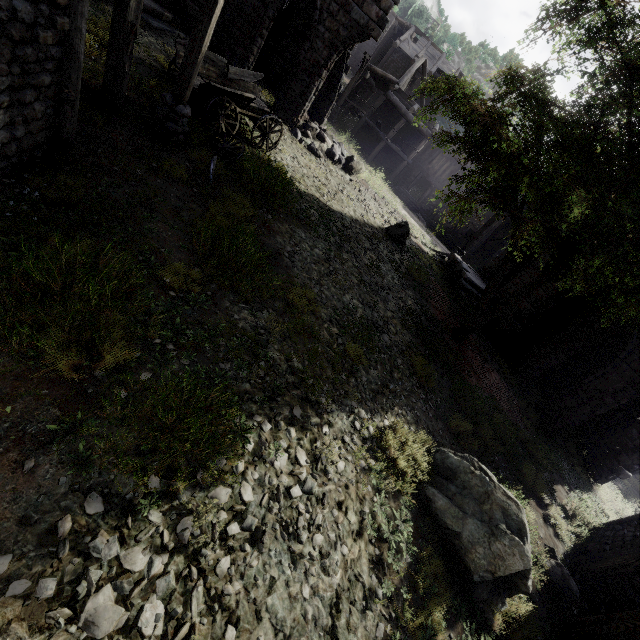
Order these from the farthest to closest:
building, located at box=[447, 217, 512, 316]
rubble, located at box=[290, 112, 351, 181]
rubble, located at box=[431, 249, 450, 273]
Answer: rubble, located at box=[431, 249, 450, 273], building, located at box=[447, 217, 512, 316], rubble, located at box=[290, 112, 351, 181]

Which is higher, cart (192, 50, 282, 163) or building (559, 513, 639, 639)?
cart (192, 50, 282, 163)

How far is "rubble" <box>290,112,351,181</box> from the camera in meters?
14.4

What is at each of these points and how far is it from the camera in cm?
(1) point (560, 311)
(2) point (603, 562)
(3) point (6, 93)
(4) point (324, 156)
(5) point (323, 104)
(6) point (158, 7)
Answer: (1) building, 1480
(2) building, 697
(3) building, 400
(4) rubble, 1506
(5) building, 1667
(6) building, 1130

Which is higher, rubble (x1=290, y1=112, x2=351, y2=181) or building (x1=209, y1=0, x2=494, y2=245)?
building (x1=209, y1=0, x2=494, y2=245)

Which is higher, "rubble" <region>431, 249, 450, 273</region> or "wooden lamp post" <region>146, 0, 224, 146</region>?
"wooden lamp post" <region>146, 0, 224, 146</region>

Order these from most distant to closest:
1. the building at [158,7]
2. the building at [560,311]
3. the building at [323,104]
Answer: the building at [323,104] < the building at [560,311] < the building at [158,7]

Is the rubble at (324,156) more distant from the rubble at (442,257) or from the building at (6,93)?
the rubble at (442,257)
